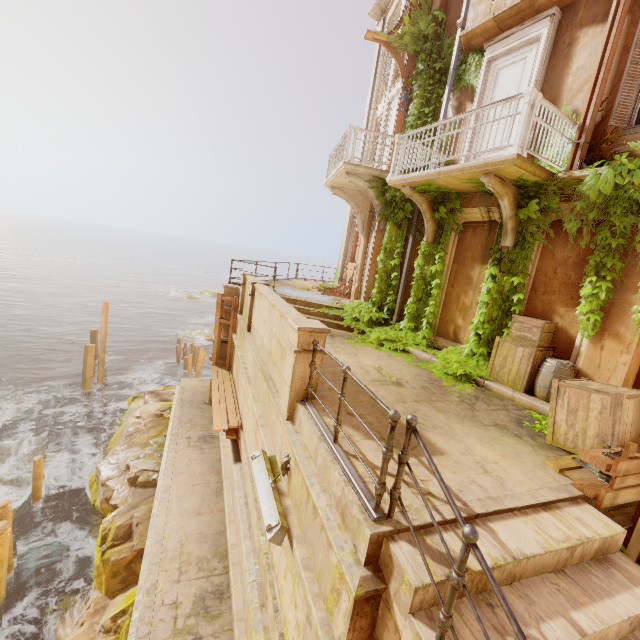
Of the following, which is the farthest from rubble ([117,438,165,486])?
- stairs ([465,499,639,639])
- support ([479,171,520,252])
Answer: support ([479,171,520,252])

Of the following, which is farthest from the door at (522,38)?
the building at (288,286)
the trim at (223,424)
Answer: the trim at (223,424)

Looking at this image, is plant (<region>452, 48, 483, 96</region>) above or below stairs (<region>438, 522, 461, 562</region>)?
above

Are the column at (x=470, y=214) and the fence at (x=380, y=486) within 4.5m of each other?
no

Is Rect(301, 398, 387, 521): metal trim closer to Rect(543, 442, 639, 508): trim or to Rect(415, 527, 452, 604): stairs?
Rect(415, 527, 452, 604): stairs

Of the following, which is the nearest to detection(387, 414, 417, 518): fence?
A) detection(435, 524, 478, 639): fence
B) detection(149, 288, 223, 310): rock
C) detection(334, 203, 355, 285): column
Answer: detection(435, 524, 478, 639): fence

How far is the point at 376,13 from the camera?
14.73m

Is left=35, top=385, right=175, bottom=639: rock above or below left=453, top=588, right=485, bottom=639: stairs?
below
